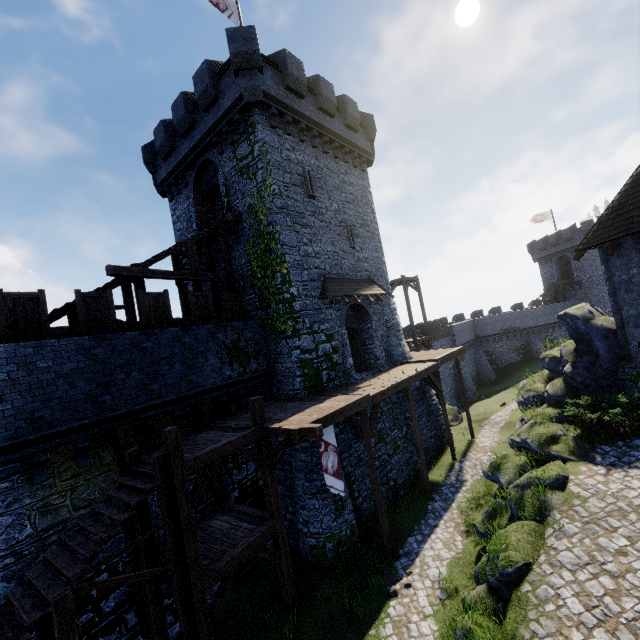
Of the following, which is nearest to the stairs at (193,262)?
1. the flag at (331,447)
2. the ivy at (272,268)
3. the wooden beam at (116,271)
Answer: the wooden beam at (116,271)

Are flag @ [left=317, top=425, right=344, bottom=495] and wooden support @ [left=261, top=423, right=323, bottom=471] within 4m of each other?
yes

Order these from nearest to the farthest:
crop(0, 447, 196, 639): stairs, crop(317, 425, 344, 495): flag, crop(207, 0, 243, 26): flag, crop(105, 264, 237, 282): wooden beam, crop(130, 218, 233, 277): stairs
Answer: crop(0, 447, 196, 639): stairs
crop(317, 425, 344, 495): flag
crop(105, 264, 237, 282): wooden beam
crop(130, 218, 233, 277): stairs
crop(207, 0, 243, 26): flag

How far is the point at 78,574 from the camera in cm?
659

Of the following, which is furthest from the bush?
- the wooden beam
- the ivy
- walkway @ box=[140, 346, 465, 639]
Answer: the wooden beam

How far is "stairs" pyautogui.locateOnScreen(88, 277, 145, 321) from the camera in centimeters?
1221cm

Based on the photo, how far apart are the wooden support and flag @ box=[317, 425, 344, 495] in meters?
0.8

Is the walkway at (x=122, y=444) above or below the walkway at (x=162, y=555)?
above
